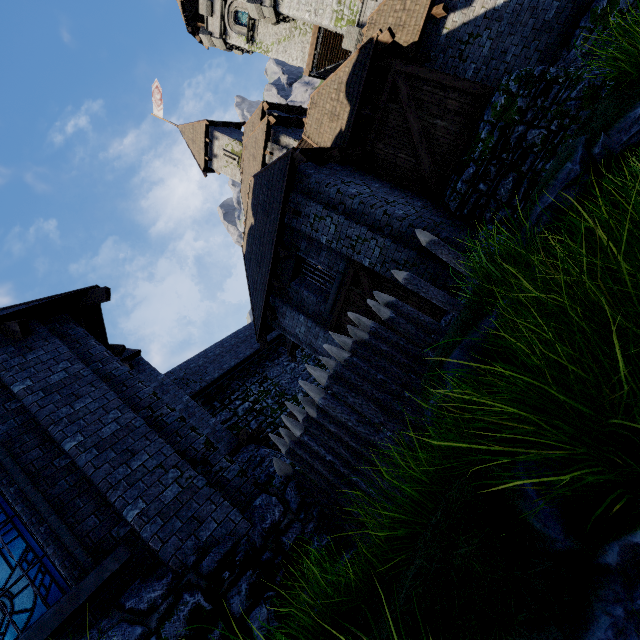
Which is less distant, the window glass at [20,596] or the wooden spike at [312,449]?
the window glass at [20,596]

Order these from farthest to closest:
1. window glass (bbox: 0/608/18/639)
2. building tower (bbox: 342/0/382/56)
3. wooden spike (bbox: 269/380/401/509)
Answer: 1. building tower (bbox: 342/0/382/56)
2. wooden spike (bbox: 269/380/401/509)
3. window glass (bbox: 0/608/18/639)

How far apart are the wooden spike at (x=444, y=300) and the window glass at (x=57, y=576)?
6.5 meters

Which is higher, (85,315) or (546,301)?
(85,315)

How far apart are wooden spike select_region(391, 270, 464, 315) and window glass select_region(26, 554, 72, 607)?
6.54m

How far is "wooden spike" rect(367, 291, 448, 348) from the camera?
5.4m

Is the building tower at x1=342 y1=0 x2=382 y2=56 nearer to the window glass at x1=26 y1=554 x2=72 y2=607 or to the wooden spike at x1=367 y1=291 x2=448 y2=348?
the wooden spike at x1=367 y1=291 x2=448 y2=348
